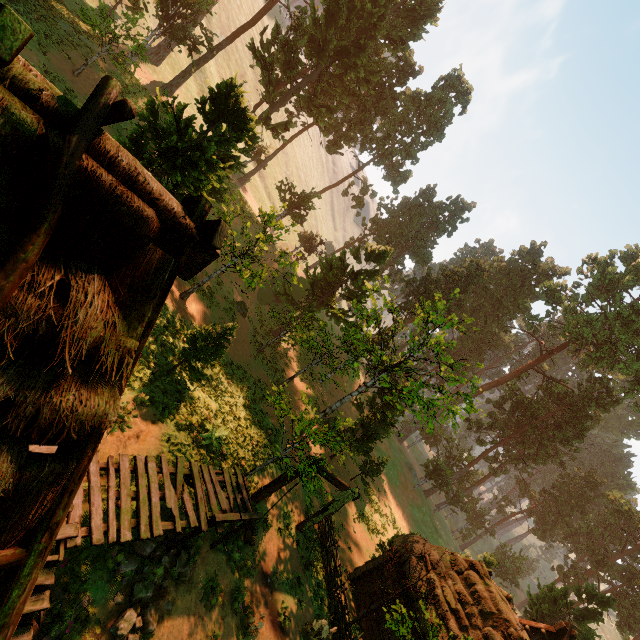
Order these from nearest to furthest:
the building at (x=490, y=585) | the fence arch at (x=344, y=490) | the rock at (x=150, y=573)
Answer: the rock at (x=150, y=573)
the building at (x=490, y=585)
the fence arch at (x=344, y=490)

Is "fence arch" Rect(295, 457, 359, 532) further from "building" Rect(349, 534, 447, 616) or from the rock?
the rock

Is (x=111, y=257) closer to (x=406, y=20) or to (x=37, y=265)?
(x=37, y=265)

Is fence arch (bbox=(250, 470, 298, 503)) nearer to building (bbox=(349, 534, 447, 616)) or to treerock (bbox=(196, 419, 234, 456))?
building (bbox=(349, 534, 447, 616))

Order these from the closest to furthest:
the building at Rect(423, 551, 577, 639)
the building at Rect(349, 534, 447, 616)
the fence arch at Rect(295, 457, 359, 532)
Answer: the building at Rect(423, 551, 577, 639)
the fence arch at Rect(295, 457, 359, 532)
the building at Rect(349, 534, 447, 616)

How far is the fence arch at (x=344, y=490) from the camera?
14.1m

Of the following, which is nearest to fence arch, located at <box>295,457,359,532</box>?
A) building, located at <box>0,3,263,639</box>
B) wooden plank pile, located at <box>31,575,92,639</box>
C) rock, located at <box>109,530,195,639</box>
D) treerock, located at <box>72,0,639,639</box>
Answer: building, located at <box>0,3,263,639</box>

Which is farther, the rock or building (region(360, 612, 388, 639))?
building (region(360, 612, 388, 639))
